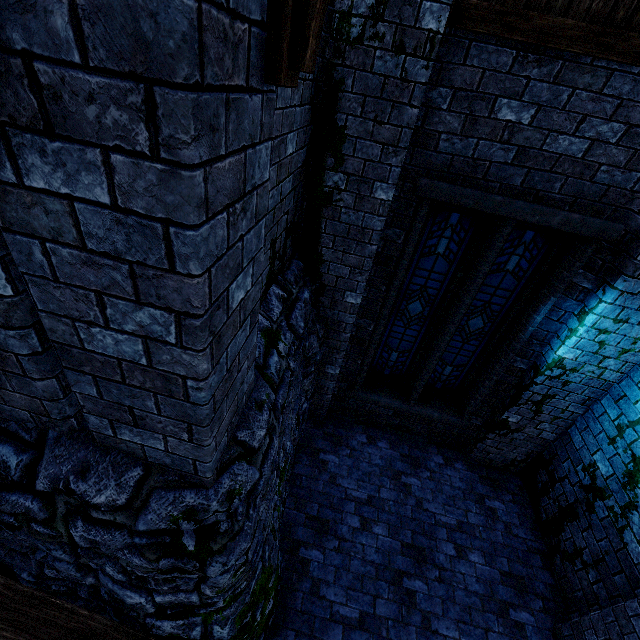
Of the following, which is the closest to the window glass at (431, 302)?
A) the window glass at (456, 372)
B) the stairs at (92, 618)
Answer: the window glass at (456, 372)

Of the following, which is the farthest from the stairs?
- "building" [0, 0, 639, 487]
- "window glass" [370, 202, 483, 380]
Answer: "window glass" [370, 202, 483, 380]

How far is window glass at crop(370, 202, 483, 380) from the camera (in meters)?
4.34

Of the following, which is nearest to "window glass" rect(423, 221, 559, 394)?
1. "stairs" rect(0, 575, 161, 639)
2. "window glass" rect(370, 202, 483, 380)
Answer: "window glass" rect(370, 202, 483, 380)

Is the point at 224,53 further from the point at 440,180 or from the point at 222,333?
the point at 440,180

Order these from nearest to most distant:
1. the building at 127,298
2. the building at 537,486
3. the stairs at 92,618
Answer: the building at 127,298 < the stairs at 92,618 < the building at 537,486

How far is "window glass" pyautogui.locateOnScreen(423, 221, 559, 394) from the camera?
4.3 meters

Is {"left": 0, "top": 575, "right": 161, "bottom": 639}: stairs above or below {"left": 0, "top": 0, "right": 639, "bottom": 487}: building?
below
